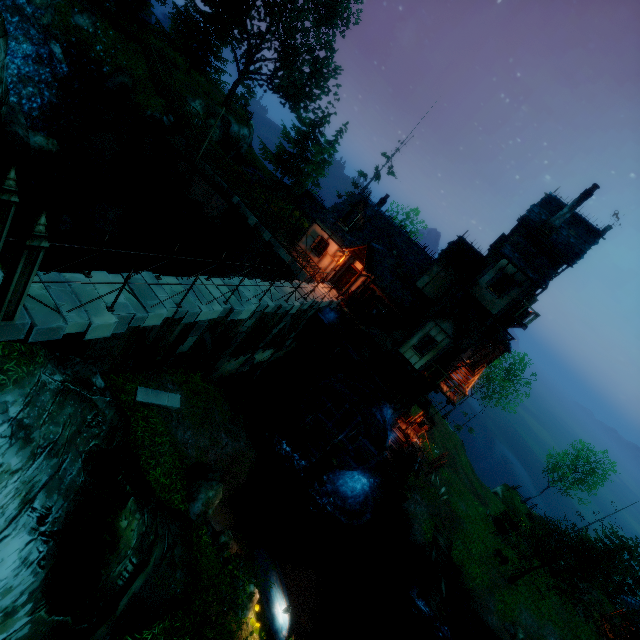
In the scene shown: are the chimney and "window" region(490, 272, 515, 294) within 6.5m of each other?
yes

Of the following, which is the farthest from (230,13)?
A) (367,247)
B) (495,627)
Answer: (495,627)

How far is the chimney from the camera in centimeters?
1798cm

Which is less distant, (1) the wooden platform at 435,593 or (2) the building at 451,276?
(2) the building at 451,276

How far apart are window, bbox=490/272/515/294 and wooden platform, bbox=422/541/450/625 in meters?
18.4 m

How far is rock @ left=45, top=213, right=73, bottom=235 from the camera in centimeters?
1585cm

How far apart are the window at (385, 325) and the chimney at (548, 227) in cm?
927

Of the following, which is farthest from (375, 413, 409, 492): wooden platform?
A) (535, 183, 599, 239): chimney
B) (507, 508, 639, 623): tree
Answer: (535, 183, 599, 239): chimney
